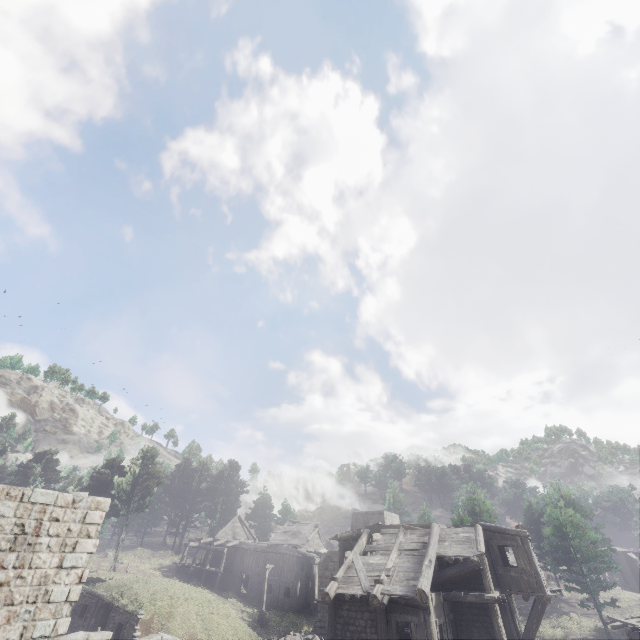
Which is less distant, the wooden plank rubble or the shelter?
the shelter

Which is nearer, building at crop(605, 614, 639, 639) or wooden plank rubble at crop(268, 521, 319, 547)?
building at crop(605, 614, 639, 639)

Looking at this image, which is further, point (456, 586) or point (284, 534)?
point (284, 534)

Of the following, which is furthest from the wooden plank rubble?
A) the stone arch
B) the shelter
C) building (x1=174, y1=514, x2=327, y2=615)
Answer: the shelter

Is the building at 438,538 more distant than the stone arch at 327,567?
No

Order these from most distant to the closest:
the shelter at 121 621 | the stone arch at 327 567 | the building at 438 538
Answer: the stone arch at 327 567, the shelter at 121 621, the building at 438 538

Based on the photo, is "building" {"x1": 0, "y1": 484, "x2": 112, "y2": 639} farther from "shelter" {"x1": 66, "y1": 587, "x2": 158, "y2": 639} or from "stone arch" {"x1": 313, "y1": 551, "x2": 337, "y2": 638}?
"shelter" {"x1": 66, "y1": 587, "x2": 158, "y2": 639}

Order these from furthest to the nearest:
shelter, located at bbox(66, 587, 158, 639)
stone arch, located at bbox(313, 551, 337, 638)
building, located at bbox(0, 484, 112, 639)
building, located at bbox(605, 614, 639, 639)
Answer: stone arch, located at bbox(313, 551, 337, 638)
shelter, located at bbox(66, 587, 158, 639)
building, located at bbox(605, 614, 639, 639)
building, located at bbox(0, 484, 112, 639)
